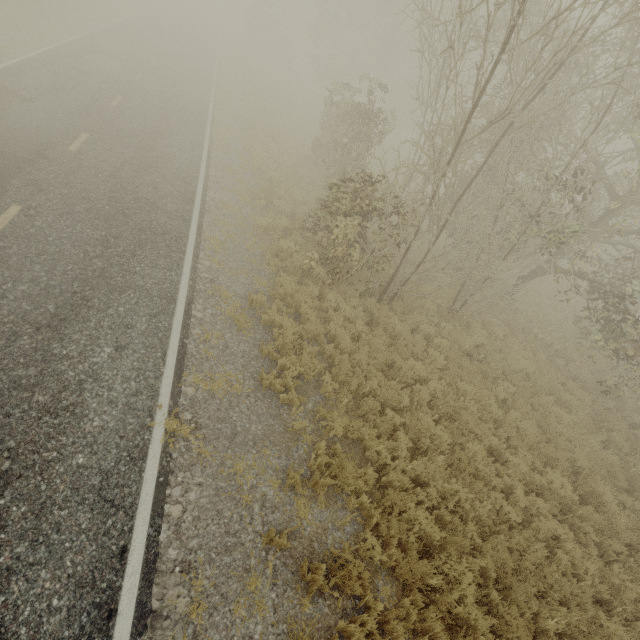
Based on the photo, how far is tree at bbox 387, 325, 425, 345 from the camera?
9.6m

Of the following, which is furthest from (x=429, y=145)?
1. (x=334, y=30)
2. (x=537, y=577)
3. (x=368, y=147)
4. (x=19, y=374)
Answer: (x=334, y=30)

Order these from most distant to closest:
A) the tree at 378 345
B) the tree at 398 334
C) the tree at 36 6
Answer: the tree at 36 6, the tree at 398 334, the tree at 378 345

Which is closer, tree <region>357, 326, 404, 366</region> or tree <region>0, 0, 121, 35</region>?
tree <region>357, 326, 404, 366</region>

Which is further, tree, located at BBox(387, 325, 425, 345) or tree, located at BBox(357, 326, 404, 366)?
tree, located at BBox(387, 325, 425, 345)

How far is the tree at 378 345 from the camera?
8.2m

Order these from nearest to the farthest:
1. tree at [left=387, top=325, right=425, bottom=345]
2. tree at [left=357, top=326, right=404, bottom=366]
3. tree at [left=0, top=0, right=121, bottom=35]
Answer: tree at [left=357, top=326, right=404, bottom=366]
tree at [left=387, top=325, right=425, bottom=345]
tree at [left=0, top=0, right=121, bottom=35]
